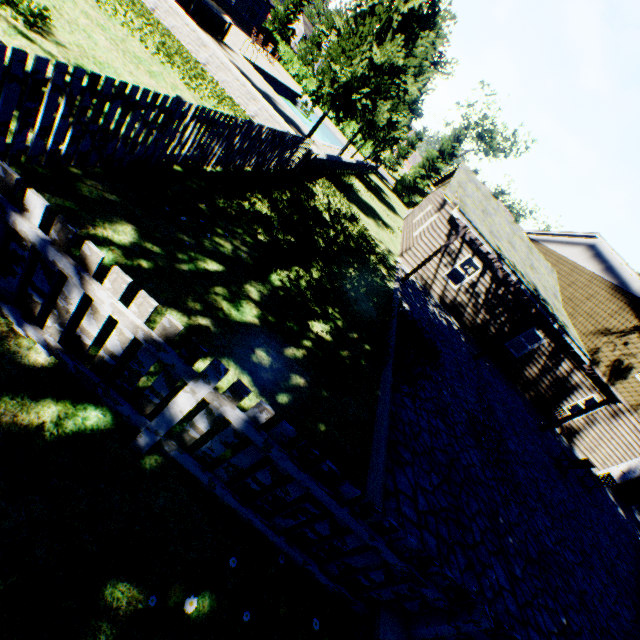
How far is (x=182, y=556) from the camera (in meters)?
2.52

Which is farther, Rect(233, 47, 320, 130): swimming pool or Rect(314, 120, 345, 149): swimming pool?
Rect(314, 120, 345, 149): swimming pool

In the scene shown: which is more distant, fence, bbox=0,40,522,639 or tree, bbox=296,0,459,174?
tree, bbox=296,0,459,174

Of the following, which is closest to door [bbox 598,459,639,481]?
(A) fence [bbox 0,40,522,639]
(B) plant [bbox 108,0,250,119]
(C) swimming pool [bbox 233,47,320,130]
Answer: (A) fence [bbox 0,40,522,639]

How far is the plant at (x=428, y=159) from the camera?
34.81m

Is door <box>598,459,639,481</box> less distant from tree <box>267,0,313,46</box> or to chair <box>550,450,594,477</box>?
chair <box>550,450,594,477</box>

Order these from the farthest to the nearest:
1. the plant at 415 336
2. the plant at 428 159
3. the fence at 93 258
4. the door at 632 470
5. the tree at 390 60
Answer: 1. the plant at 428 159
2. the door at 632 470
3. the tree at 390 60
4. the plant at 415 336
5. the fence at 93 258

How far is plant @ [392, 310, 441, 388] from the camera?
7.7m
